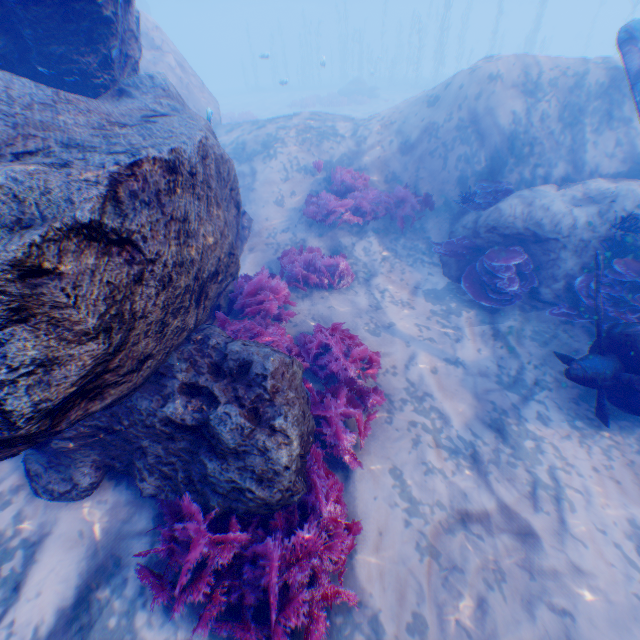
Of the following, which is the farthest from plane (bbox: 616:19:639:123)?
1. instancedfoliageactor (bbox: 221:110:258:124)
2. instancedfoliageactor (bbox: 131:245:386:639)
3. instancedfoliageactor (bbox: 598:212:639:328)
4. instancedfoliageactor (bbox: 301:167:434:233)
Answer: instancedfoliageactor (bbox: 221:110:258:124)

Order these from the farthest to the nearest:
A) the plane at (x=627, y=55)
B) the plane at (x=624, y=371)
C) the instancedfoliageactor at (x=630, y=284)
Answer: the plane at (x=627, y=55) → the instancedfoliageactor at (x=630, y=284) → the plane at (x=624, y=371)

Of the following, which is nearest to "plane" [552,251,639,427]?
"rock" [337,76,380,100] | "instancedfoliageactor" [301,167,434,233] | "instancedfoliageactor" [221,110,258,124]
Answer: "instancedfoliageactor" [301,167,434,233]

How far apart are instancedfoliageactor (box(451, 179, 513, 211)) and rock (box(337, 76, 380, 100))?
27.28m

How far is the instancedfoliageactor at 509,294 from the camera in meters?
6.5 m

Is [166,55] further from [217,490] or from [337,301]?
[217,490]

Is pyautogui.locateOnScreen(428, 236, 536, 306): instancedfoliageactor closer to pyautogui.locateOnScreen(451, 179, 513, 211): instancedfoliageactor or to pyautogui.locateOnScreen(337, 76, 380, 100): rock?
pyautogui.locateOnScreen(451, 179, 513, 211): instancedfoliageactor

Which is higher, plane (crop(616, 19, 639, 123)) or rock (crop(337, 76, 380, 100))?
plane (crop(616, 19, 639, 123))
